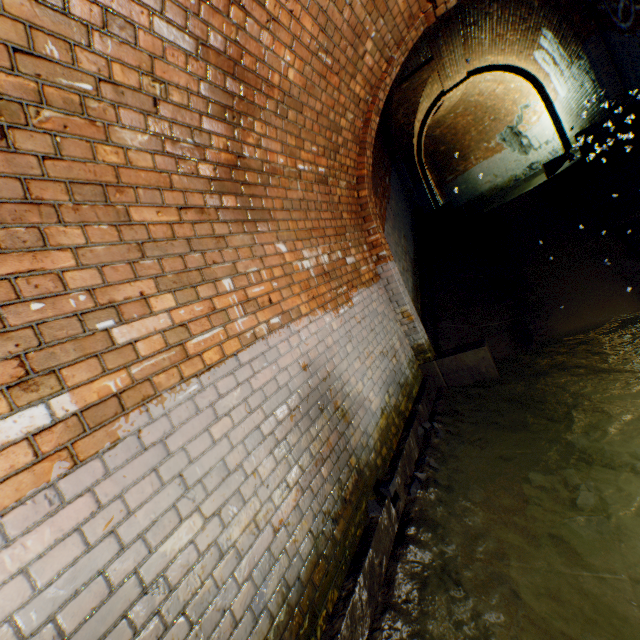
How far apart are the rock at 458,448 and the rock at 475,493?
0.5m

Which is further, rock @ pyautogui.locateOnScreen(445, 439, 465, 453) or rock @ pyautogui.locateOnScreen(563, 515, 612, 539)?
rock @ pyautogui.locateOnScreen(445, 439, 465, 453)

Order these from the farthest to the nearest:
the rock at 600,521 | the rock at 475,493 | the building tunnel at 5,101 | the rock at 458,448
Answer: the rock at 458,448, the rock at 475,493, the rock at 600,521, the building tunnel at 5,101

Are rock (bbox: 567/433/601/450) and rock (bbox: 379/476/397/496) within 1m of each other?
no

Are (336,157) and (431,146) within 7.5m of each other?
no

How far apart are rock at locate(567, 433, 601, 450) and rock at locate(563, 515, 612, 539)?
0.88m

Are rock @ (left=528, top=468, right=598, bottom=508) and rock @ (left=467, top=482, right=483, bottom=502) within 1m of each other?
yes

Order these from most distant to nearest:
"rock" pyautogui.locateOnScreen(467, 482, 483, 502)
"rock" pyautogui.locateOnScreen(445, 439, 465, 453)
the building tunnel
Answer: "rock" pyautogui.locateOnScreen(445, 439, 465, 453) → "rock" pyautogui.locateOnScreen(467, 482, 483, 502) → the building tunnel
